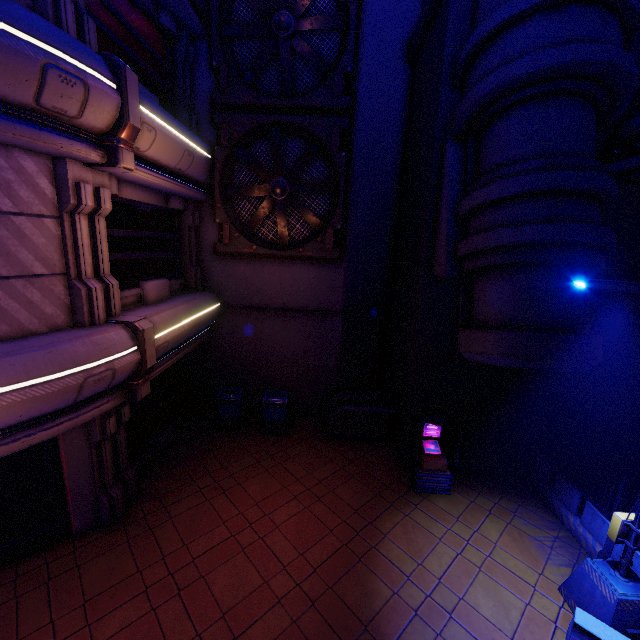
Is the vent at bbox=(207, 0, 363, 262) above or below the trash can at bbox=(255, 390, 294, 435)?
above

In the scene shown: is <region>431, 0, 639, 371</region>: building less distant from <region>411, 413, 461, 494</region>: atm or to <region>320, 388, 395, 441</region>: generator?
<region>411, 413, 461, 494</region>: atm

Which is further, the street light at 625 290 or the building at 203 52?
the building at 203 52

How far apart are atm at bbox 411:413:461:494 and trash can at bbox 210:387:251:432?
5.74m

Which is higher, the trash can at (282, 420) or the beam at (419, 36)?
the beam at (419, 36)

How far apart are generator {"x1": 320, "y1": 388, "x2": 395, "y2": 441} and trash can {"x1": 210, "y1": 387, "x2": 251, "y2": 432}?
2.65m

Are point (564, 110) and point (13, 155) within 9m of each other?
no

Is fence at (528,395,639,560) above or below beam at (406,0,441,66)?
below
